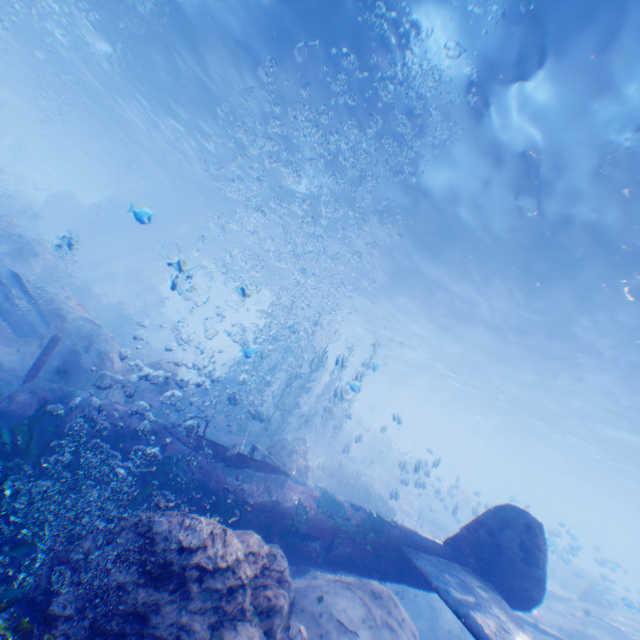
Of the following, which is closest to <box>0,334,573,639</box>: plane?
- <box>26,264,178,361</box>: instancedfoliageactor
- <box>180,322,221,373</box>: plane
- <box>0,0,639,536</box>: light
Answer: <box>26,264,178,361</box>: instancedfoliageactor

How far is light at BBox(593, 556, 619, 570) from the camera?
17.2 meters

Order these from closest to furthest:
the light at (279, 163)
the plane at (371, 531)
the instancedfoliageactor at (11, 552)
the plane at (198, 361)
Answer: the instancedfoliageactor at (11, 552) < the plane at (371, 531) < the light at (279, 163) < the plane at (198, 361)

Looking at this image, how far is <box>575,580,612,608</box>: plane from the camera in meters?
15.0 m

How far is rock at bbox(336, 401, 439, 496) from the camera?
12.8m

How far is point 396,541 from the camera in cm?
590

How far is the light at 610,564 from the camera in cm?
1716
